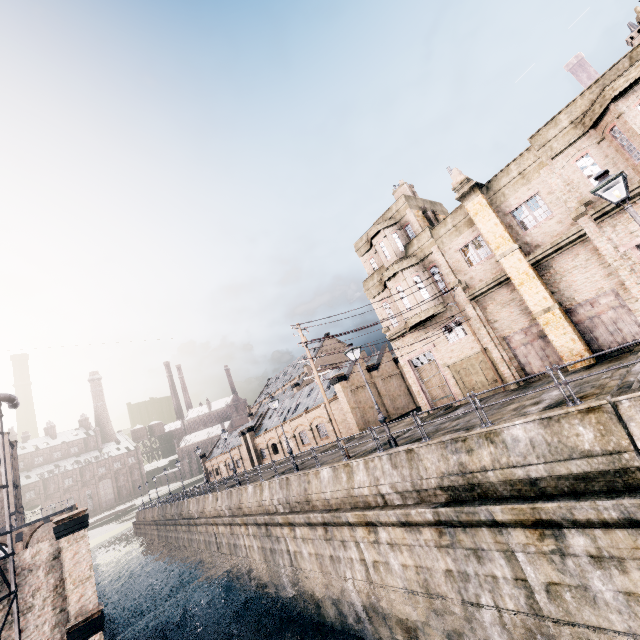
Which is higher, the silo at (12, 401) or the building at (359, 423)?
the silo at (12, 401)

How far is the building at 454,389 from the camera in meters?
22.6

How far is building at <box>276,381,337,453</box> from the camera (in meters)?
38.94

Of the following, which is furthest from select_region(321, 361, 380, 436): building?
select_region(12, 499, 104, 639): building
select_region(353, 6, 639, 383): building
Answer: select_region(12, 499, 104, 639): building

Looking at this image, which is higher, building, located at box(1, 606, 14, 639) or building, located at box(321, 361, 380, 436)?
Answer: building, located at box(321, 361, 380, 436)

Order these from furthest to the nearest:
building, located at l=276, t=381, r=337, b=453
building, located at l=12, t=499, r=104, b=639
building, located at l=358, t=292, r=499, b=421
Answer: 1. building, located at l=276, t=381, r=337, b=453
2. building, located at l=358, t=292, r=499, b=421
3. building, located at l=12, t=499, r=104, b=639

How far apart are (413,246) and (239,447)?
50.8m
